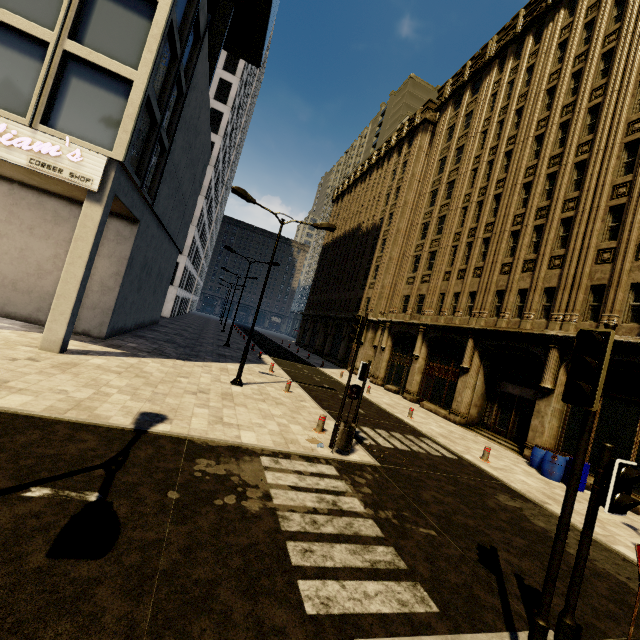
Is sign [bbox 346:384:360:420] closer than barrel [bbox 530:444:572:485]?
Yes

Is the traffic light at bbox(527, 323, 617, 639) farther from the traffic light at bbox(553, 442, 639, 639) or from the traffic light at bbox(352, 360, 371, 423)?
the traffic light at bbox(352, 360, 371, 423)

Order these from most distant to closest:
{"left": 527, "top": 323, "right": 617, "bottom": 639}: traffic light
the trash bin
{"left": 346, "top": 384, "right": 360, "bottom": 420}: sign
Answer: {"left": 346, "top": 384, "right": 360, "bottom": 420}: sign
the trash bin
{"left": 527, "top": 323, "right": 617, "bottom": 639}: traffic light

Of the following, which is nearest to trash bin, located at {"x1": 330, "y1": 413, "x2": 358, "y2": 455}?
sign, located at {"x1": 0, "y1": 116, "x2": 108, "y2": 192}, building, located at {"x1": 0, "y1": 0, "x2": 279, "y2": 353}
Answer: building, located at {"x1": 0, "y1": 0, "x2": 279, "y2": 353}

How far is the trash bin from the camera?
8.6m

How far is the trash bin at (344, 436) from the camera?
8.6m

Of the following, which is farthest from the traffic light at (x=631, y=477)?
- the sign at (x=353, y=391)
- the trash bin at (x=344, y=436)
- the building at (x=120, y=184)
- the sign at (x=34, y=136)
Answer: the sign at (x=34, y=136)

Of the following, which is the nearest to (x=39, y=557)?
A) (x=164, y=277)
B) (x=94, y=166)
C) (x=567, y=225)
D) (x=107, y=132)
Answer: (x=94, y=166)
